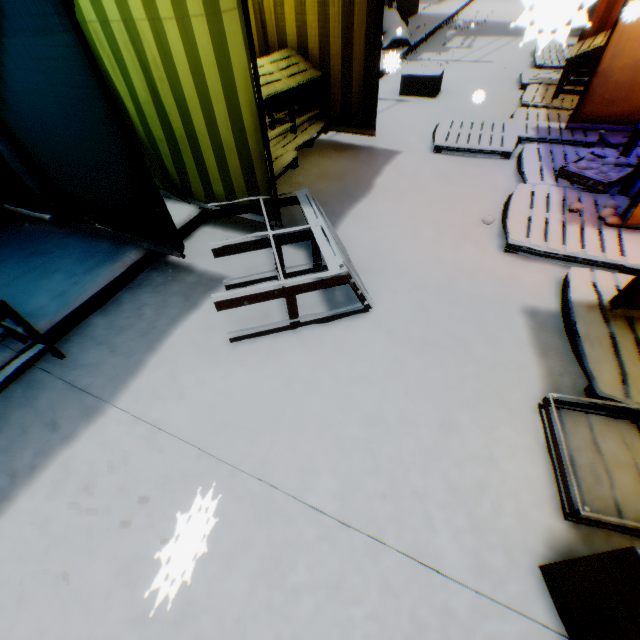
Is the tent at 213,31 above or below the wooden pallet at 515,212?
above

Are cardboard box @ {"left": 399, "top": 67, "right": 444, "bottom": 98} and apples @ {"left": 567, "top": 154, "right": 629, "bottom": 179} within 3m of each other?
no

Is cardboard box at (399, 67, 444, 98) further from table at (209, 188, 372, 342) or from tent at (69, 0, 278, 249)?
table at (209, 188, 372, 342)

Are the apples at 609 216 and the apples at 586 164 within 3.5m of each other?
yes

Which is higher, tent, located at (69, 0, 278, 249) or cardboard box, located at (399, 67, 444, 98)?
tent, located at (69, 0, 278, 249)

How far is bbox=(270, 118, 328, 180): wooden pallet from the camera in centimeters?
380cm

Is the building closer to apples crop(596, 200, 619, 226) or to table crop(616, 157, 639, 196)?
A: table crop(616, 157, 639, 196)

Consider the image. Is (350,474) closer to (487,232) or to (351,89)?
(487,232)
